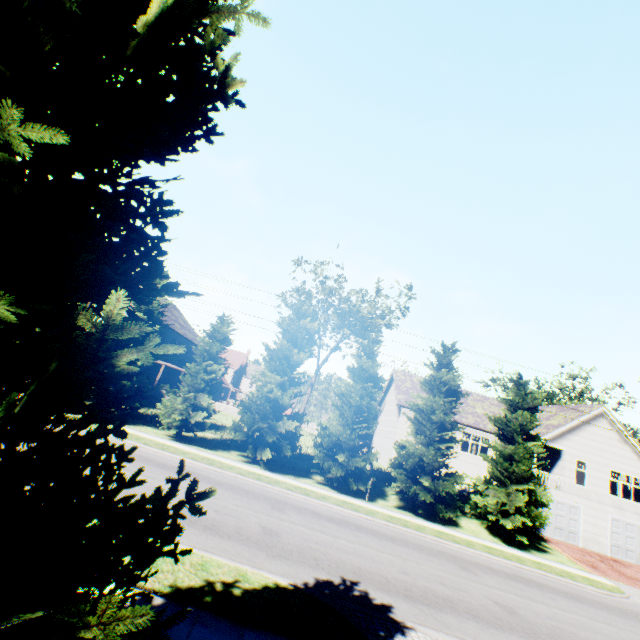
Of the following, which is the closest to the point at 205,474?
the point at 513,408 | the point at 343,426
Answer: the point at 343,426

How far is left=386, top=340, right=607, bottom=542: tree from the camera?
19.89m

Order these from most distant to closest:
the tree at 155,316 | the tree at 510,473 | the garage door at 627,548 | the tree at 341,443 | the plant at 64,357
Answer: the garage door at 627,548
the tree at 155,316
the tree at 341,443
the tree at 510,473
the plant at 64,357

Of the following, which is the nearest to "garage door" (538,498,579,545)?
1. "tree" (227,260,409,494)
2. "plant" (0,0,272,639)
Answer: "tree" (227,260,409,494)

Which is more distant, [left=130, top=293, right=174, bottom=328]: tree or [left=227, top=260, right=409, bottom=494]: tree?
[left=130, top=293, right=174, bottom=328]: tree

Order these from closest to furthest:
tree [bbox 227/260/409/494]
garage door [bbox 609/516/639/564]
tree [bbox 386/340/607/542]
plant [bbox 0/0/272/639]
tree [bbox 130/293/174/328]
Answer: plant [bbox 0/0/272/639] → tree [bbox 386/340/607/542] → tree [bbox 227/260/409/494] → tree [bbox 130/293/174/328] → garage door [bbox 609/516/639/564]

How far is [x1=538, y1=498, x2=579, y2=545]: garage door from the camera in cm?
2476

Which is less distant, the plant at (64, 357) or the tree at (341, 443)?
the plant at (64, 357)
